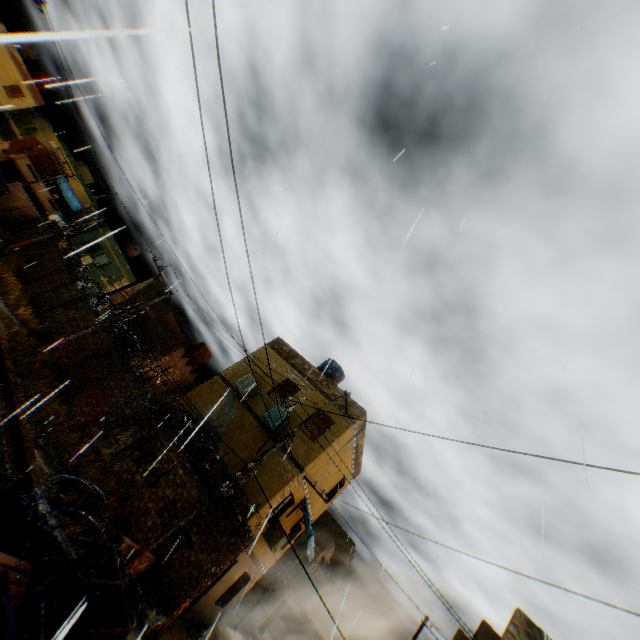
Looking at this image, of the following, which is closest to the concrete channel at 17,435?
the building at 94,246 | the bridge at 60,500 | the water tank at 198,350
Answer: the bridge at 60,500

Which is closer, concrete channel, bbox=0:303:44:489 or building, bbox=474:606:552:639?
concrete channel, bbox=0:303:44:489

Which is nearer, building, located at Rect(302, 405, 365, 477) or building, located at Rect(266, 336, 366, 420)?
building, located at Rect(302, 405, 365, 477)

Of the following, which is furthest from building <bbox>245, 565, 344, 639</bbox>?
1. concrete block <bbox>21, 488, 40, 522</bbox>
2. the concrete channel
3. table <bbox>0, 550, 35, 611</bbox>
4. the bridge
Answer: table <bbox>0, 550, 35, 611</bbox>

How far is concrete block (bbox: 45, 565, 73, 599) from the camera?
4.86m

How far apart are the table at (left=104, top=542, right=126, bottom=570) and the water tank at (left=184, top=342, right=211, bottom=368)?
21.7m

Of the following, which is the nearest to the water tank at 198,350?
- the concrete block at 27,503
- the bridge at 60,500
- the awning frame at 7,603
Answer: the bridge at 60,500

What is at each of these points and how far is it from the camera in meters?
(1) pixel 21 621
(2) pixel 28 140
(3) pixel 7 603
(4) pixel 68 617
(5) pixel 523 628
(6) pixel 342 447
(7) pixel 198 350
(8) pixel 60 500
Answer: (1) concrete block, 4.1 m
(2) building, 40.9 m
(3) awning frame, 3.1 m
(4) concrete block, 4.8 m
(5) building, 9.9 m
(6) building, 15.2 m
(7) water tank, 26.6 m
(8) bridge, 6.3 m
